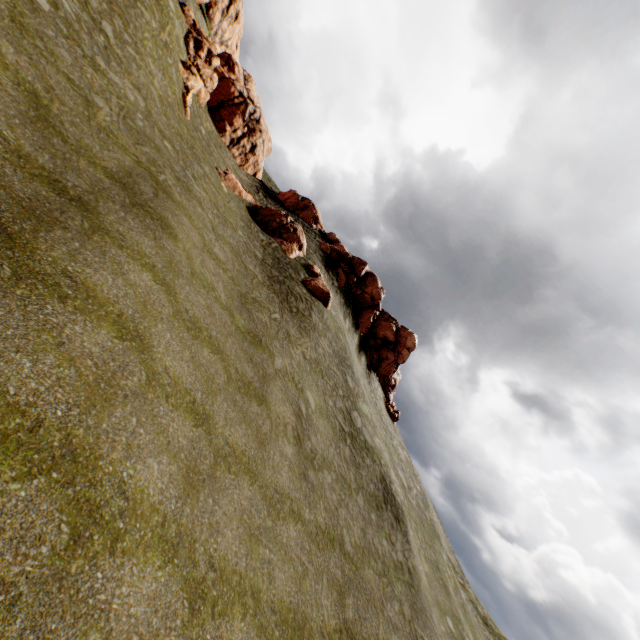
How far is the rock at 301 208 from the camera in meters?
Result: 36.3

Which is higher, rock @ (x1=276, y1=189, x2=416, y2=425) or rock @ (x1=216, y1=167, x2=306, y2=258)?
rock @ (x1=276, y1=189, x2=416, y2=425)

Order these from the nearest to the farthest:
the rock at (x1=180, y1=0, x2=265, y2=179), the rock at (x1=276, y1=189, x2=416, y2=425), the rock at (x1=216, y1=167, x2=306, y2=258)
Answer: the rock at (x1=180, y1=0, x2=265, y2=179)
the rock at (x1=216, y1=167, x2=306, y2=258)
the rock at (x1=276, y1=189, x2=416, y2=425)

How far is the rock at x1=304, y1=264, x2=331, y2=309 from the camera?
25.92m

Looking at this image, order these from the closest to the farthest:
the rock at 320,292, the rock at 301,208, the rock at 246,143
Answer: the rock at 320,292 < the rock at 246,143 < the rock at 301,208

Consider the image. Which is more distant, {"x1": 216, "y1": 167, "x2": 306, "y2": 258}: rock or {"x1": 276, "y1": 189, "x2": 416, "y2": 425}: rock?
{"x1": 276, "y1": 189, "x2": 416, "y2": 425}: rock

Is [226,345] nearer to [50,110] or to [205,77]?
[50,110]
